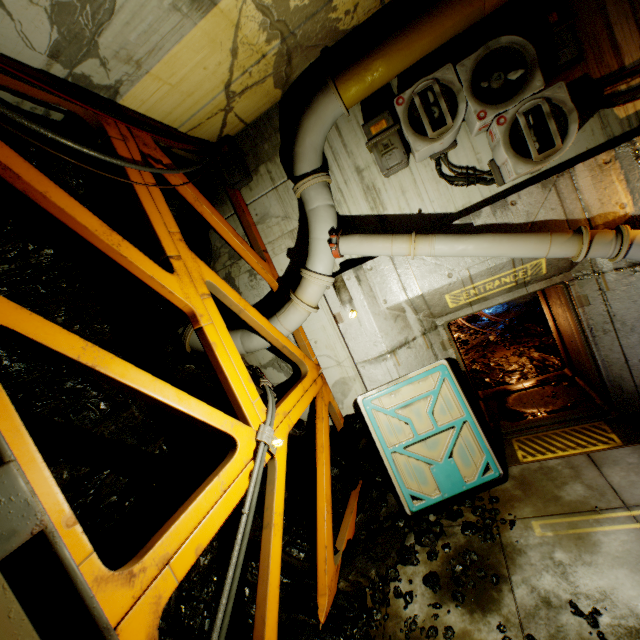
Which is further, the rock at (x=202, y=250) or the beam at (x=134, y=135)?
the rock at (x=202, y=250)

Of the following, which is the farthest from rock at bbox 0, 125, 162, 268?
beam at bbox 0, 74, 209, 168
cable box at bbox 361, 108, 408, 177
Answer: cable box at bbox 361, 108, 408, 177

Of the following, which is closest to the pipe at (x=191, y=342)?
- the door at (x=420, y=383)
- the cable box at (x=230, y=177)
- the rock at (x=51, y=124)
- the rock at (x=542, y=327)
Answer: the rock at (x=51, y=124)

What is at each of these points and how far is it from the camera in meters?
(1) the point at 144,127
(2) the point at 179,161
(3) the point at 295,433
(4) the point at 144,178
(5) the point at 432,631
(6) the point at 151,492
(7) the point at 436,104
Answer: (1) cable, 4.2
(2) rock, 5.3
(3) rock, 6.7
(4) beam, 4.0
(5) rock, 3.5
(6) rock, 4.4
(7) air conditioner, 4.4

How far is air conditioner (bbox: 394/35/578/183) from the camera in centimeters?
392cm

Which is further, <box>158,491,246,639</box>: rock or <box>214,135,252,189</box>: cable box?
<box>214,135,252,189</box>: cable box

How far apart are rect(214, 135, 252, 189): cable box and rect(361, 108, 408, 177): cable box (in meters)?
2.21

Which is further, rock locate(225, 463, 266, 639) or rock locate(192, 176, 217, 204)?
A: rock locate(192, 176, 217, 204)
